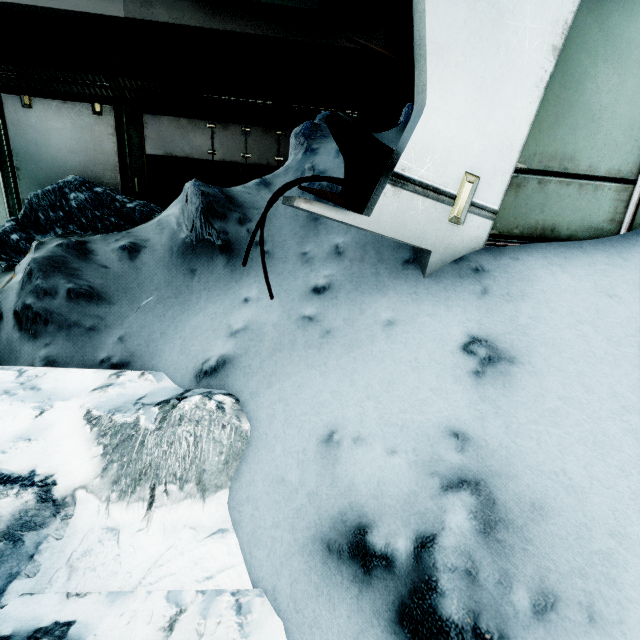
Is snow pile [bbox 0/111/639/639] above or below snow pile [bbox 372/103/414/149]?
below

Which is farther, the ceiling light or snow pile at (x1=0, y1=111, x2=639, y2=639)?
the ceiling light

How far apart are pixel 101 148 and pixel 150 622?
6.1m

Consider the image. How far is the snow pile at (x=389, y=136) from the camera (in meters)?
3.25

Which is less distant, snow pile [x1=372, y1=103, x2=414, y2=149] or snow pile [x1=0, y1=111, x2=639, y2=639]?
snow pile [x1=0, y1=111, x2=639, y2=639]

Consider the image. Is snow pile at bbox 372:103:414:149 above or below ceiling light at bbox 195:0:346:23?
below

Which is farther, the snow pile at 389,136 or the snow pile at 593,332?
the snow pile at 389,136

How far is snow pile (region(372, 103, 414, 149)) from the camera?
3.25m
